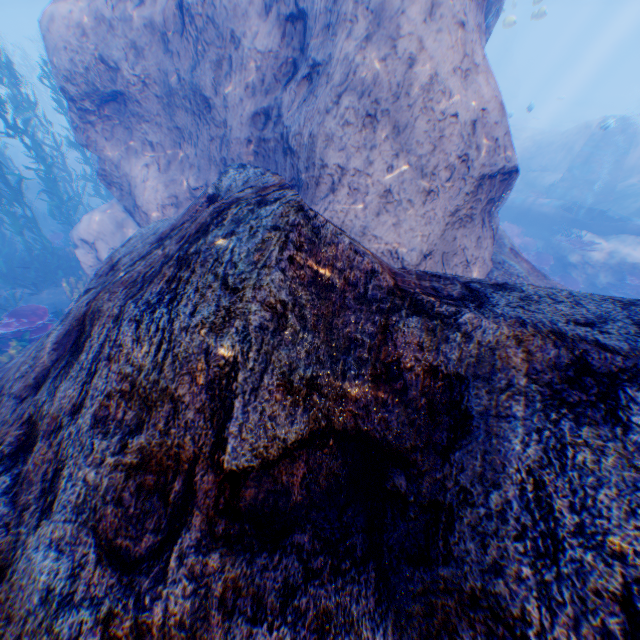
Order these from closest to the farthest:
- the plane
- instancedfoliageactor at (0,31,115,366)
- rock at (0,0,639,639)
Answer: rock at (0,0,639,639) → instancedfoliageactor at (0,31,115,366) → the plane

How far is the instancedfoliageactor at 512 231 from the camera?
12.7 meters

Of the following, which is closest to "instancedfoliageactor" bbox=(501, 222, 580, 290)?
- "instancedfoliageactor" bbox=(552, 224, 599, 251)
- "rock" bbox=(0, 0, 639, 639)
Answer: "rock" bbox=(0, 0, 639, 639)

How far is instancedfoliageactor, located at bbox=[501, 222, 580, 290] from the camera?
12.7 meters

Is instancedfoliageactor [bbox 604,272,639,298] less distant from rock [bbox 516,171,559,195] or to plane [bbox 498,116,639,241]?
rock [bbox 516,171,559,195]

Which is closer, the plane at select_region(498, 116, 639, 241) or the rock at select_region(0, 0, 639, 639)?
the rock at select_region(0, 0, 639, 639)

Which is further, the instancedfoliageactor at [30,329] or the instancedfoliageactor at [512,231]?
the instancedfoliageactor at [512,231]

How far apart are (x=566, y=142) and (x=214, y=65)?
22.75m
